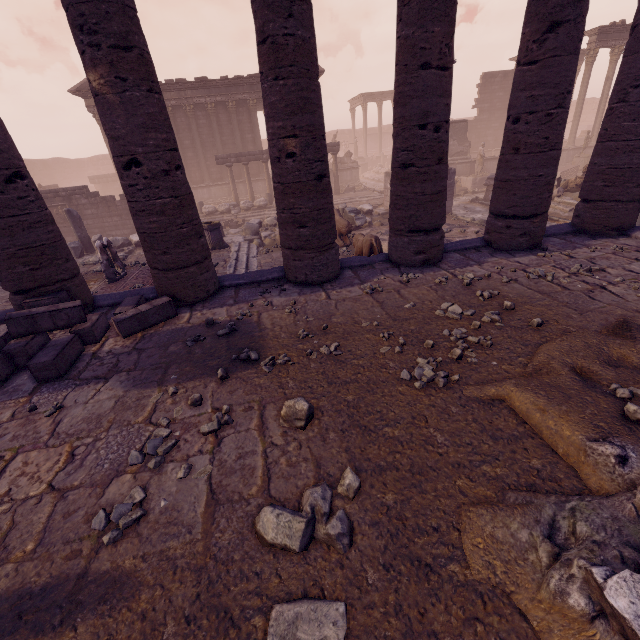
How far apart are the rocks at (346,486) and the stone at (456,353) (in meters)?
1.90

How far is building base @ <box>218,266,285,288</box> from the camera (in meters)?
6.29

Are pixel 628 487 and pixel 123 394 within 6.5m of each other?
yes

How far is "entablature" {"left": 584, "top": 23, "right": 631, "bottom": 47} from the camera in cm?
1936

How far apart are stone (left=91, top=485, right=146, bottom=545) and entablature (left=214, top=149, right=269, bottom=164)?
20.3m

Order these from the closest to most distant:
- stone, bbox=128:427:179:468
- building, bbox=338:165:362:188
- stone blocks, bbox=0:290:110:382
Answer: stone, bbox=128:427:179:468 < stone blocks, bbox=0:290:110:382 < building, bbox=338:165:362:188

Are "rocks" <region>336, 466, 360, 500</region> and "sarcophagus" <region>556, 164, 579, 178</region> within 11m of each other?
no

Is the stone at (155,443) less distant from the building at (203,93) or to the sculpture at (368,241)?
the sculpture at (368,241)
